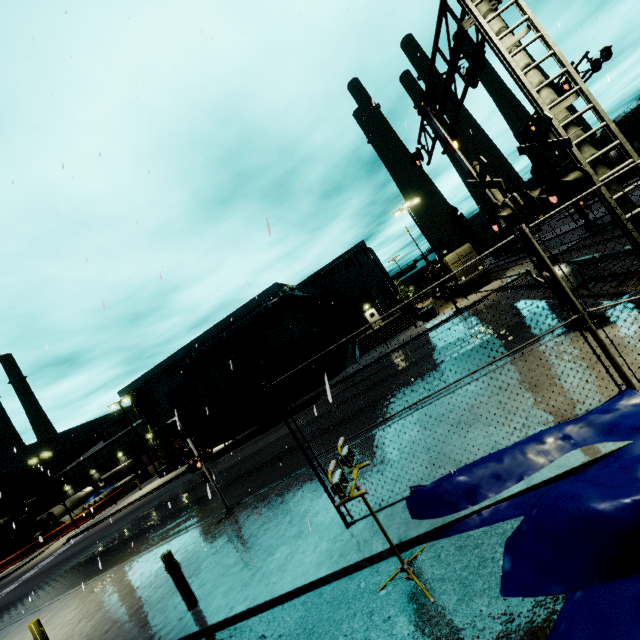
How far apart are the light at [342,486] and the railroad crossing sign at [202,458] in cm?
751

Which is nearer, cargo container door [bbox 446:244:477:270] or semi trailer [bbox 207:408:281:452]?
semi trailer [bbox 207:408:281:452]

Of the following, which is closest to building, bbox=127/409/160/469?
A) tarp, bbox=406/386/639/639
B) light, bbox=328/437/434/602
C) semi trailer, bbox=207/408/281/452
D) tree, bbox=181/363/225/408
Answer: tree, bbox=181/363/225/408

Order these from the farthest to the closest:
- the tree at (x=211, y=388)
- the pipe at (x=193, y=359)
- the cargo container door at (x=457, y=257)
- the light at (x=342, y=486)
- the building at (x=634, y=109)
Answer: the building at (x=634, y=109) → the tree at (x=211, y=388) → the pipe at (x=193, y=359) → the cargo container door at (x=457, y=257) → the light at (x=342, y=486)

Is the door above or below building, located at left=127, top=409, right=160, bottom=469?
below

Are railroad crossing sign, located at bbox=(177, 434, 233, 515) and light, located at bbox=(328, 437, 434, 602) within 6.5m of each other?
no

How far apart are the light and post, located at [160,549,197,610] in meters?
4.4

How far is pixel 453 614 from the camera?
3.5m
